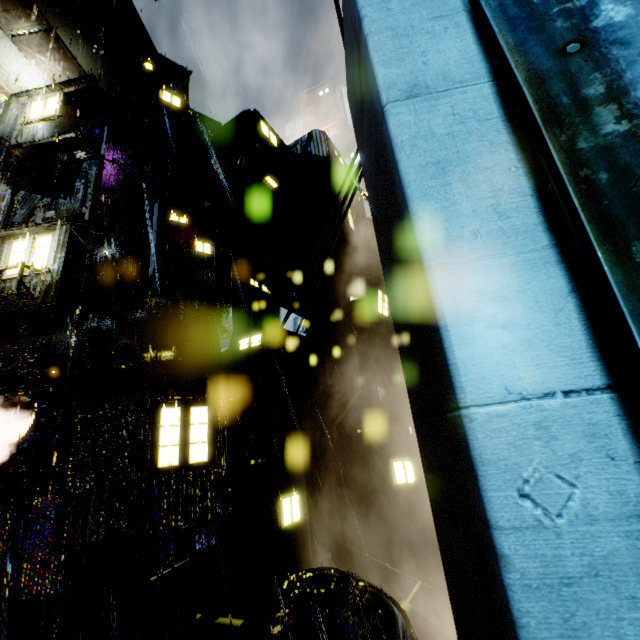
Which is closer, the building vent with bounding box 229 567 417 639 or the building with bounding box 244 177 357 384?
the building vent with bounding box 229 567 417 639

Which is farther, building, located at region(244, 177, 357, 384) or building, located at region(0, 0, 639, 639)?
building, located at region(244, 177, 357, 384)

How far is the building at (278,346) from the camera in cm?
1419

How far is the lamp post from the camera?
11.6m

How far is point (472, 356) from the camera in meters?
1.1

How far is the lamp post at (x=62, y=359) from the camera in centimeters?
1163cm

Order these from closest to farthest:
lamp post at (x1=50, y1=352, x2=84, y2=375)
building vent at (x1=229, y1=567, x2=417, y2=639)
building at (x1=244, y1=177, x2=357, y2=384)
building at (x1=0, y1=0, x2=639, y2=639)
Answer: building at (x1=0, y1=0, x2=639, y2=639) < building vent at (x1=229, y1=567, x2=417, y2=639) < lamp post at (x1=50, y1=352, x2=84, y2=375) < building at (x1=244, y1=177, x2=357, y2=384)

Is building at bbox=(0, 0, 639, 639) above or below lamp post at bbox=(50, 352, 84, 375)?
below
